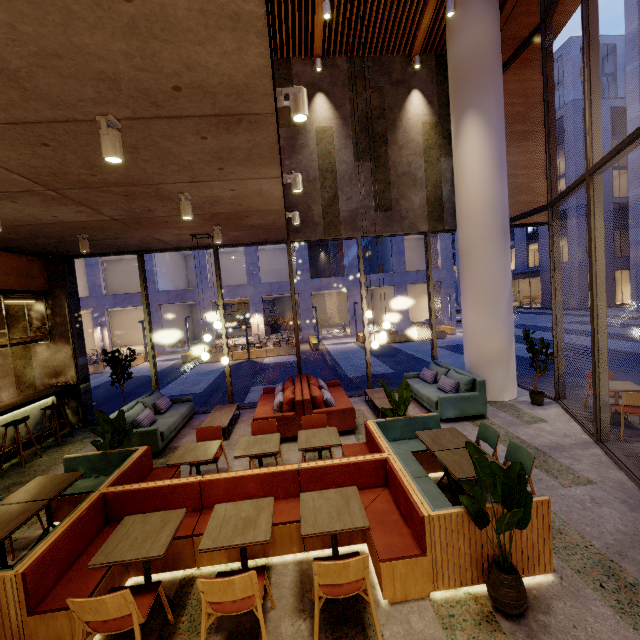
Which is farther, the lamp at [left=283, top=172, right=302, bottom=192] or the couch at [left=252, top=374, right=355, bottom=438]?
the couch at [left=252, top=374, right=355, bottom=438]

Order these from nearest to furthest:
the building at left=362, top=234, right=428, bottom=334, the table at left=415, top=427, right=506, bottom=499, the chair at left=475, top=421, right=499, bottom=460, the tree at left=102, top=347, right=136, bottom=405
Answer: the table at left=415, top=427, right=506, bottom=499 < the chair at left=475, top=421, right=499, bottom=460 < the tree at left=102, top=347, right=136, bottom=405 < the building at left=362, top=234, right=428, bottom=334

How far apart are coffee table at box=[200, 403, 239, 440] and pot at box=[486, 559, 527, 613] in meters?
5.4 m

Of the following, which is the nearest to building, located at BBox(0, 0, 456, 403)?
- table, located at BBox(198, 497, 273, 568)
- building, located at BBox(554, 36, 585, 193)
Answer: table, located at BBox(198, 497, 273, 568)

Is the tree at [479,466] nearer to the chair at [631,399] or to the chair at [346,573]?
the chair at [346,573]

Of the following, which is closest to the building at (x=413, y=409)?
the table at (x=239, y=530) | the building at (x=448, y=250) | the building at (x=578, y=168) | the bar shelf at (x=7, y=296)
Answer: Answer: the bar shelf at (x=7, y=296)

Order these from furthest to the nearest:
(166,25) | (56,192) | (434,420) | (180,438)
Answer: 1. (180,438)
2. (434,420)
3. (56,192)
4. (166,25)

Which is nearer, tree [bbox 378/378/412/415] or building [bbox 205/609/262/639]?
building [bbox 205/609/262/639]
